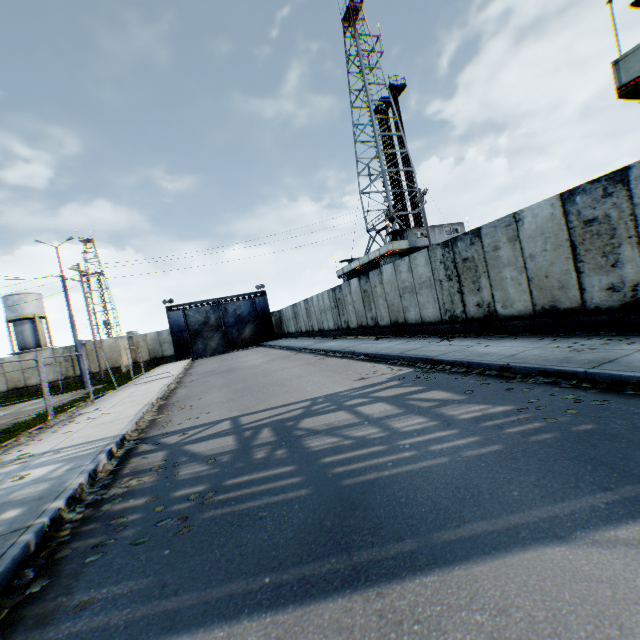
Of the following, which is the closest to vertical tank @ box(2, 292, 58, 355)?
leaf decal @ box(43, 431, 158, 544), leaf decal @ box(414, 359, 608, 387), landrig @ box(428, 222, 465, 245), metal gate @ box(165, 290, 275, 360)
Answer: metal gate @ box(165, 290, 275, 360)

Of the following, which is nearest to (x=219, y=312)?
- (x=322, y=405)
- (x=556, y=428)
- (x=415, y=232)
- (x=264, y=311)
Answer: (x=264, y=311)

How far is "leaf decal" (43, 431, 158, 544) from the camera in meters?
3.7 m

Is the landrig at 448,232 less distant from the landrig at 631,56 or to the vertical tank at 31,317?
the landrig at 631,56

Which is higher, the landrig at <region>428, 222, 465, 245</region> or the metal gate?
the landrig at <region>428, 222, 465, 245</region>

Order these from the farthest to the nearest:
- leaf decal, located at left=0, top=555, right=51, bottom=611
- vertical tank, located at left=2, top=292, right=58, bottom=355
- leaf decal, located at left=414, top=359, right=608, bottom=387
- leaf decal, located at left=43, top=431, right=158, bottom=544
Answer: vertical tank, located at left=2, top=292, right=58, bottom=355 → leaf decal, located at left=414, top=359, right=608, bottom=387 → leaf decal, located at left=43, top=431, right=158, bottom=544 → leaf decal, located at left=0, top=555, right=51, bottom=611

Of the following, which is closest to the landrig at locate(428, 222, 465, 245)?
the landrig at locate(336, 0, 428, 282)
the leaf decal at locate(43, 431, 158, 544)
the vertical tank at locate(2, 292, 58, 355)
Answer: the landrig at locate(336, 0, 428, 282)

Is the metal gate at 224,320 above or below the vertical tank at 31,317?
below
